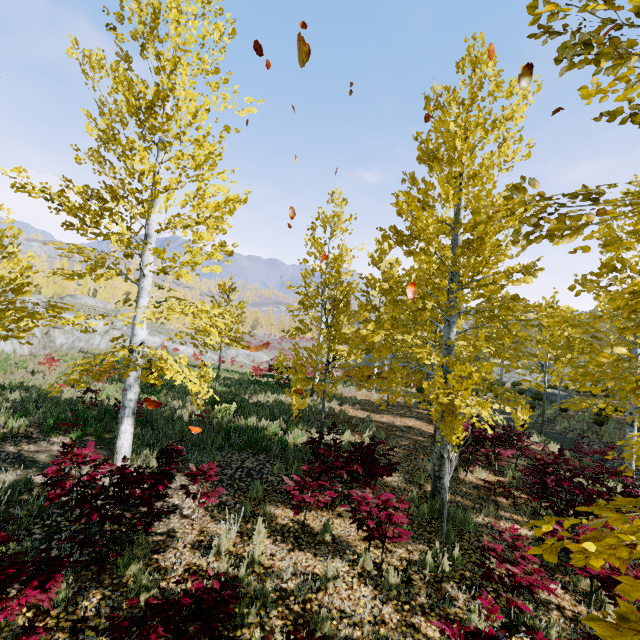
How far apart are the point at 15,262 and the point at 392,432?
13.9m

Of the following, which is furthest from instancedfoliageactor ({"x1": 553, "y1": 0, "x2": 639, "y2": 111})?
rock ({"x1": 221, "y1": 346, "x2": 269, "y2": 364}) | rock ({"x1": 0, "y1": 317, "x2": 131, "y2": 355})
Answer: rock ({"x1": 221, "y1": 346, "x2": 269, "y2": 364})

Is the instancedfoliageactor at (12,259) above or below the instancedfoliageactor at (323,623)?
above

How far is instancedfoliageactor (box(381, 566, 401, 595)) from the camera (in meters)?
4.52

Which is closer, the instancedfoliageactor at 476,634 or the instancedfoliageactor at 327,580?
the instancedfoliageactor at 476,634

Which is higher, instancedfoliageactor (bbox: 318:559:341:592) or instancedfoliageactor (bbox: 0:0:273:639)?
instancedfoliageactor (bbox: 0:0:273:639)

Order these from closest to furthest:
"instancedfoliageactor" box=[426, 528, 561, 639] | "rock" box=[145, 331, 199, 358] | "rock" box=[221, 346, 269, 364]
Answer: "instancedfoliageactor" box=[426, 528, 561, 639] → "rock" box=[145, 331, 199, 358] → "rock" box=[221, 346, 269, 364]

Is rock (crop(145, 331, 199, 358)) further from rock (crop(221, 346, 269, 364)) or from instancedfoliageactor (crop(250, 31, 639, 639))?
instancedfoliageactor (crop(250, 31, 639, 639))
